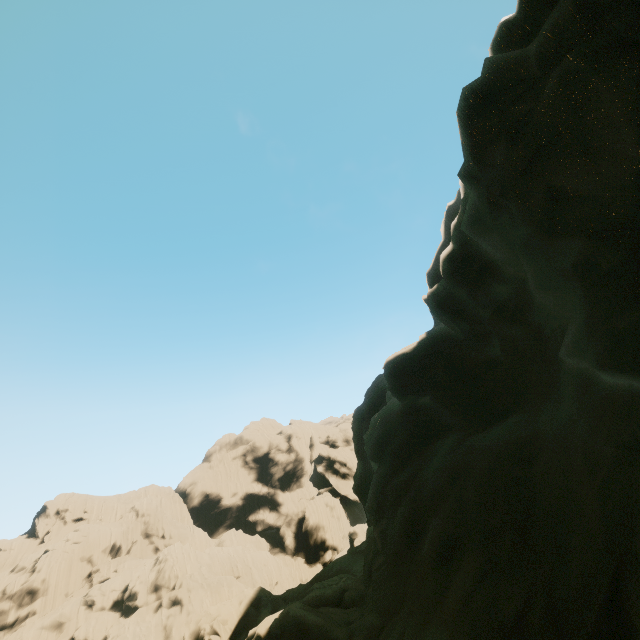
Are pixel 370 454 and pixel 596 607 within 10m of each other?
yes
